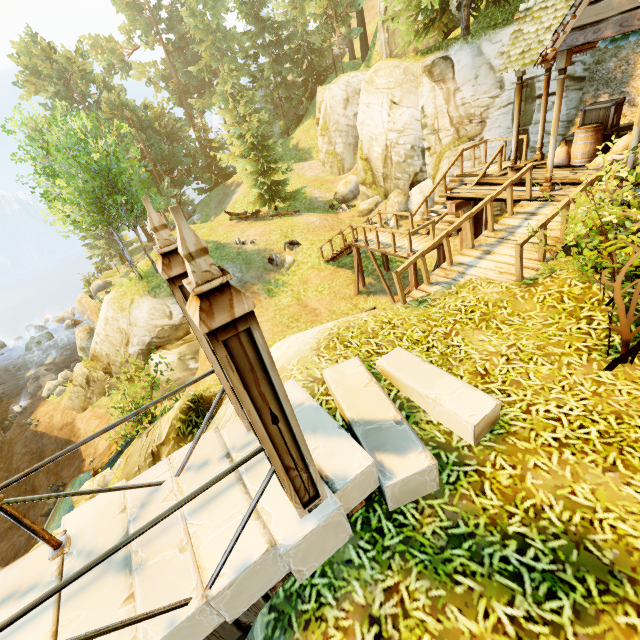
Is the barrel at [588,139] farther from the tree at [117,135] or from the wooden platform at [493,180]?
the tree at [117,135]

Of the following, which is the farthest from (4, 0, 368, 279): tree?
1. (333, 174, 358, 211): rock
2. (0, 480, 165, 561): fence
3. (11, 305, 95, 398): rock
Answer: (11, 305, 95, 398): rock

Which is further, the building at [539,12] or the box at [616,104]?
the box at [616,104]

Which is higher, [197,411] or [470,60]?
[470,60]

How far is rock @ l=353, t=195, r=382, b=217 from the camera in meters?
20.2

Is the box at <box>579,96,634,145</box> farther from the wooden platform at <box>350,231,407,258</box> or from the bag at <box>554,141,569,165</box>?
the wooden platform at <box>350,231,407,258</box>

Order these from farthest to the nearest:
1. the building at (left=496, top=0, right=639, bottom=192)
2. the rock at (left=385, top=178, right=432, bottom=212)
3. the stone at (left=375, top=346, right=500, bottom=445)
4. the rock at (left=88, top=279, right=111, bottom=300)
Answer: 1. the rock at (left=88, top=279, right=111, bottom=300)
2. the rock at (left=385, top=178, right=432, bottom=212)
3. the building at (left=496, top=0, right=639, bottom=192)
4. the stone at (left=375, top=346, right=500, bottom=445)

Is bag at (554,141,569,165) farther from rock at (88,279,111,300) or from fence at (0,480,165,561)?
rock at (88,279,111,300)
